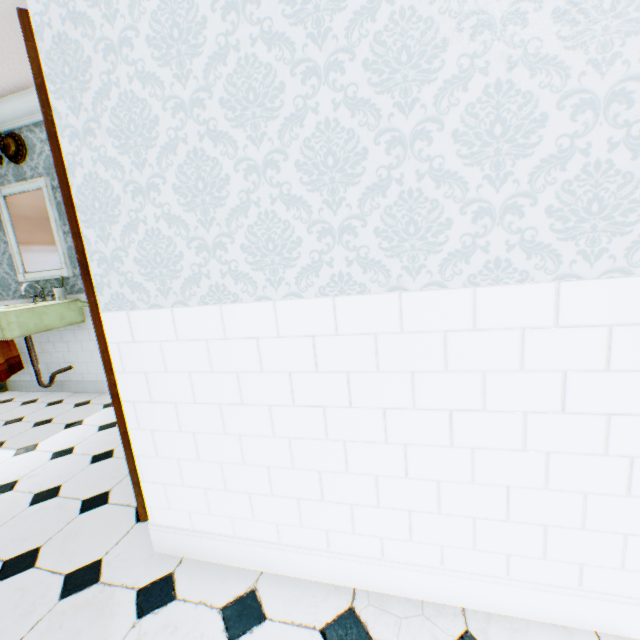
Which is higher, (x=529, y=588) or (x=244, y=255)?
(x=244, y=255)

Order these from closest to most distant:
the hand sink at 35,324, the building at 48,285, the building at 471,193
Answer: the building at 471,193 → the hand sink at 35,324 → the building at 48,285

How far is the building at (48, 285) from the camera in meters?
3.7 m

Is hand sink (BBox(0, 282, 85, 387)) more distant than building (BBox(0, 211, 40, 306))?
No

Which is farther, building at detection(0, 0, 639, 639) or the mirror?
the mirror

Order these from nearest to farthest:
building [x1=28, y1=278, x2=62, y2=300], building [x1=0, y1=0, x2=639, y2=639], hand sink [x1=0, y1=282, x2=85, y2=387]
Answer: building [x1=0, y1=0, x2=639, y2=639]
hand sink [x1=0, y1=282, x2=85, y2=387]
building [x1=28, y1=278, x2=62, y2=300]

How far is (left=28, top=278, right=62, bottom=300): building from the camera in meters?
3.7

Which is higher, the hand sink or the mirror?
the mirror
